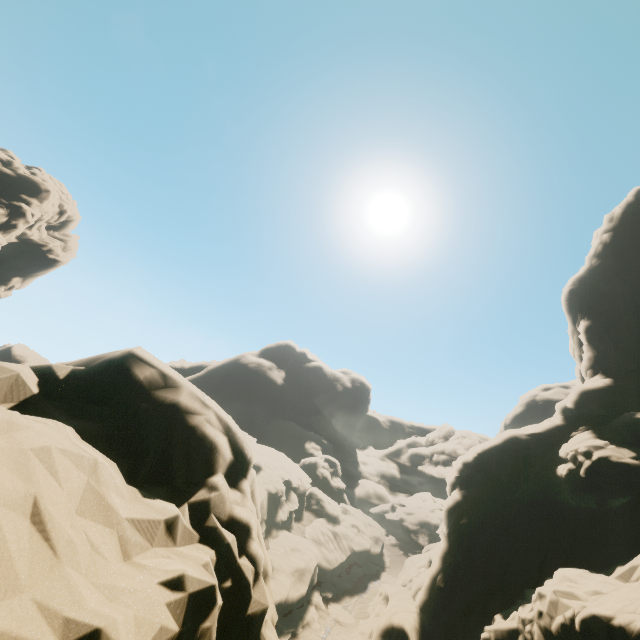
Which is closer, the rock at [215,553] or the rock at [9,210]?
the rock at [215,553]

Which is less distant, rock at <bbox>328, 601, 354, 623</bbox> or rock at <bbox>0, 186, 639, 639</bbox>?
rock at <bbox>0, 186, 639, 639</bbox>

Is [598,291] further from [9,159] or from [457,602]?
[9,159]

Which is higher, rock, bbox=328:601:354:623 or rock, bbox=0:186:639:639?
rock, bbox=0:186:639:639

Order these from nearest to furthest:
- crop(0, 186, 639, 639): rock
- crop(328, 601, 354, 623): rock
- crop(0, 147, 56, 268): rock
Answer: crop(0, 186, 639, 639): rock
crop(328, 601, 354, 623): rock
crop(0, 147, 56, 268): rock

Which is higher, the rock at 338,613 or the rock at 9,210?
the rock at 9,210

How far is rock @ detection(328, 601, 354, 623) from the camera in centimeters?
3062cm
